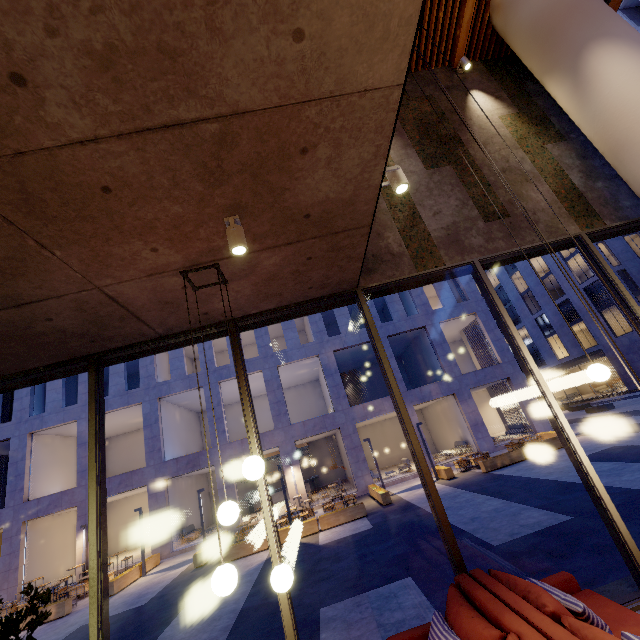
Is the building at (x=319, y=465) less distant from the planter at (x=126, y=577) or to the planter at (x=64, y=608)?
the planter at (x=126, y=577)

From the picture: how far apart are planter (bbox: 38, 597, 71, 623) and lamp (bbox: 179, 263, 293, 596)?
15.5m

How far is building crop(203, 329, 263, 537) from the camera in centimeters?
1894cm

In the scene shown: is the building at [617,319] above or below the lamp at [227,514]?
above

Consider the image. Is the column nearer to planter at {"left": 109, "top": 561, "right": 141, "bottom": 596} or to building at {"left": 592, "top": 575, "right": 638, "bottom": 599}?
building at {"left": 592, "top": 575, "right": 638, "bottom": 599}

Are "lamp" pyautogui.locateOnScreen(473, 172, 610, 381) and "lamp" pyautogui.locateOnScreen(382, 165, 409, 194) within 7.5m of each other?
yes

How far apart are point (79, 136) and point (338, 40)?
1.68m

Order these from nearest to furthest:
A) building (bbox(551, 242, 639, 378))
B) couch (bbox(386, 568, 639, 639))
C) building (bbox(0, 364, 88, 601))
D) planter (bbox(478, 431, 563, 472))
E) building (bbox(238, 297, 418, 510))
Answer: couch (bbox(386, 568, 639, 639)), planter (bbox(478, 431, 563, 472)), building (bbox(0, 364, 88, 601)), building (bbox(238, 297, 418, 510)), building (bbox(551, 242, 639, 378))
